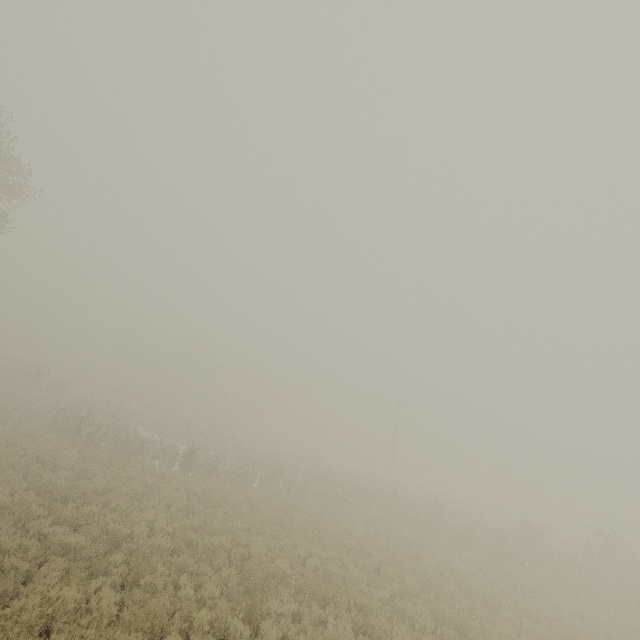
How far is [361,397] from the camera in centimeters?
4984cm
